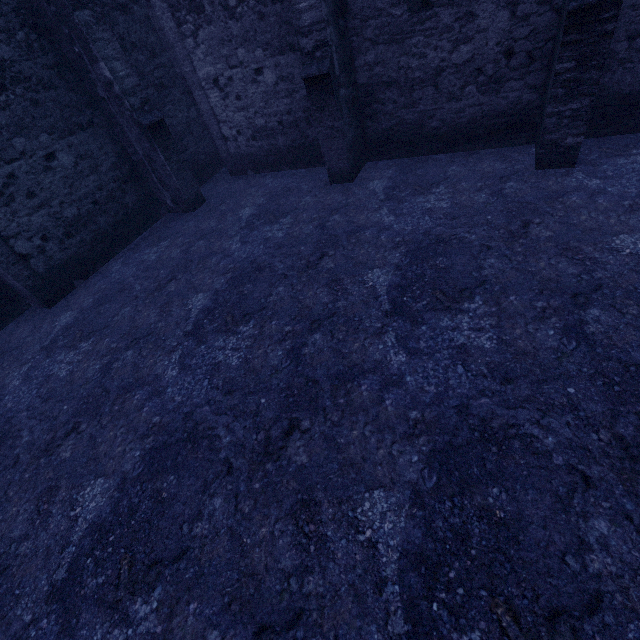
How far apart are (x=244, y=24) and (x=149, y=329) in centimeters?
708cm
